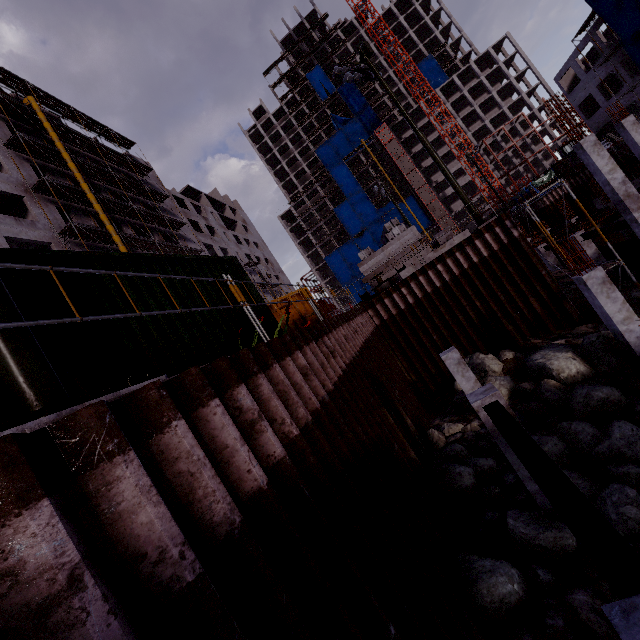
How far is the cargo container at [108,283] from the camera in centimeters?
427cm

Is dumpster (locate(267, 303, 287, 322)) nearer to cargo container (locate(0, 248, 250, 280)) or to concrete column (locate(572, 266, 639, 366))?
cargo container (locate(0, 248, 250, 280))

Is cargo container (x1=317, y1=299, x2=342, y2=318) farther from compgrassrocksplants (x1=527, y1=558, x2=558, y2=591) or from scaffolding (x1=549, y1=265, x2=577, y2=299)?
compgrassrocksplants (x1=527, y1=558, x2=558, y2=591)

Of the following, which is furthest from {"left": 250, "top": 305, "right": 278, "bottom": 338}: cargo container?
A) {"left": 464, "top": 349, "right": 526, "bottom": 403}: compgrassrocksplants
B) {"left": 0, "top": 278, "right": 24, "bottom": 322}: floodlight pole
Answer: {"left": 464, "top": 349, "right": 526, "bottom": 403}: compgrassrocksplants

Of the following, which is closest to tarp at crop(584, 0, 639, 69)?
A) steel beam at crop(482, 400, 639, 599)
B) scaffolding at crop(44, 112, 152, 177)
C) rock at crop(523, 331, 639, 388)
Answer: → rock at crop(523, 331, 639, 388)

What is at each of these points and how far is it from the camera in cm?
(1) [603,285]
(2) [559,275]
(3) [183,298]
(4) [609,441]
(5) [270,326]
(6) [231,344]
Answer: (1) concrete column, 1009
(2) scaffolding, 1611
(3) cargo container, 590
(4) compgrassrocksplants, 796
(5) cargo container, 773
(6) cargo container, 629

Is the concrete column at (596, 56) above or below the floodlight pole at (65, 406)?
above

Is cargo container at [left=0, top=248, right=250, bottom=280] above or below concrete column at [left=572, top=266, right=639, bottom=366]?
above
